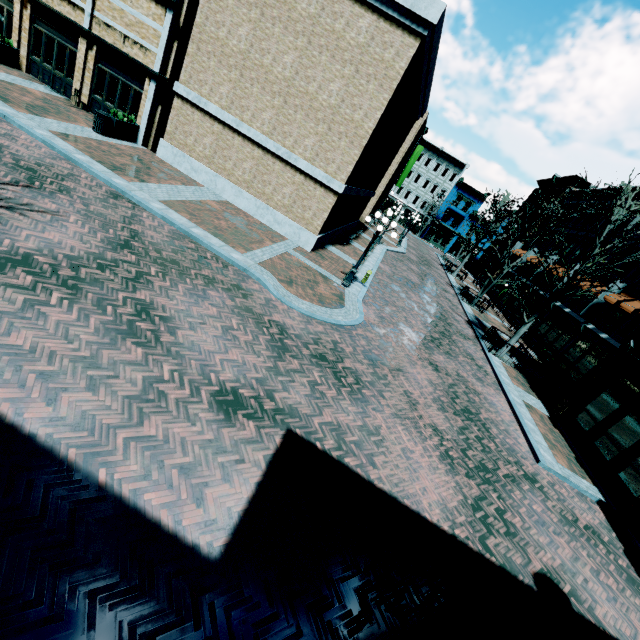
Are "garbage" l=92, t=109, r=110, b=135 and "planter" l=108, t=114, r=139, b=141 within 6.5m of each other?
yes

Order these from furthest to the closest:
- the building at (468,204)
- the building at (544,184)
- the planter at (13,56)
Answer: the building at (468,204), the building at (544,184), the planter at (13,56)

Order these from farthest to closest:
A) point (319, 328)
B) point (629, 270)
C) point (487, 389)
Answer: point (629, 270) → point (487, 389) → point (319, 328)

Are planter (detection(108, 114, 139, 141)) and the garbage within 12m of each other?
yes

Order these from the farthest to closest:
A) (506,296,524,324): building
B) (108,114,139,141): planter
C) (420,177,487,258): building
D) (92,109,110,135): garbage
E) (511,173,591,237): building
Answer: (420,177,487,258): building → (511,173,591,237): building → (506,296,524,324): building → (108,114,139,141): planter → (92,109,110,135): garbage

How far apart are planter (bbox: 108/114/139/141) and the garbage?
0.09m

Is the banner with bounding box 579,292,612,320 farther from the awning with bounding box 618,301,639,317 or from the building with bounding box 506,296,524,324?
the awning with bounding box 618,301,639,317

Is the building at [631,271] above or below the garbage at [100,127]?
above
